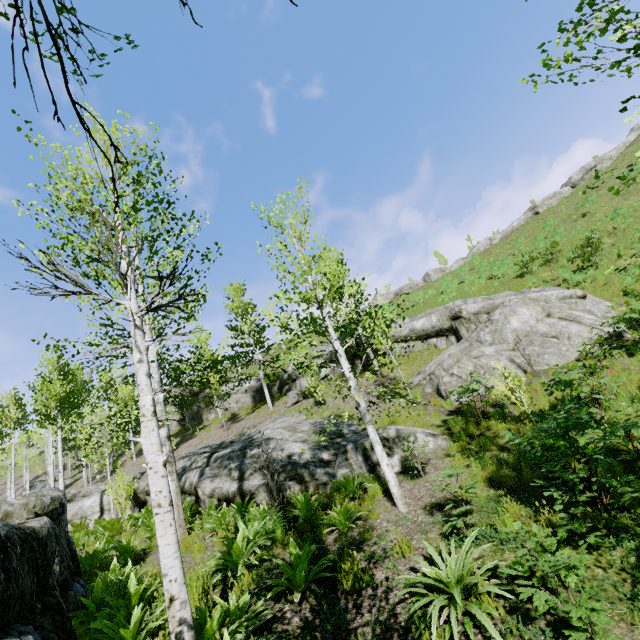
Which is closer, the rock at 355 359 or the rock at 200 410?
the rock at 355 359

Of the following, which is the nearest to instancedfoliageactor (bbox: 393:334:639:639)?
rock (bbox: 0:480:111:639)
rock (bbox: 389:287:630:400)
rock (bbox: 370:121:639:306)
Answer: rock (bbox: 0:480:111:639)

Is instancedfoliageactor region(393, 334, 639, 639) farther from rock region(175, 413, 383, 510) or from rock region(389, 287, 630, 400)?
rock region(389, 287, 630, 400)

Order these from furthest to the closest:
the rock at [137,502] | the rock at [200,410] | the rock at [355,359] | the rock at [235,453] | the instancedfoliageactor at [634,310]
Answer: the rock at [200,410], the rock at [355,359], the rock at [137,502], the instancedfoliageactor at [634,310], the rock at [235,453]

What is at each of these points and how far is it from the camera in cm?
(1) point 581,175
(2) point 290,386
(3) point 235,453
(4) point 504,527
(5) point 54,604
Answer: (1) rock, 3978
(2) rock, 2538
(3) rock, 1098
(4) instancedfoliageactor, 360
(5) rock, 370

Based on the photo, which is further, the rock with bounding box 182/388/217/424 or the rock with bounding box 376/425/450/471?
the rock with bounding box 182/388/217/424

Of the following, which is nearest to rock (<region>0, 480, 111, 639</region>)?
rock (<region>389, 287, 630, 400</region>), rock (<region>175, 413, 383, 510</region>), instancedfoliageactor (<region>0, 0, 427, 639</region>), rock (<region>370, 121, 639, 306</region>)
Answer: instancedfoliageactor (<region>0, 0, 427, 639</region>)
